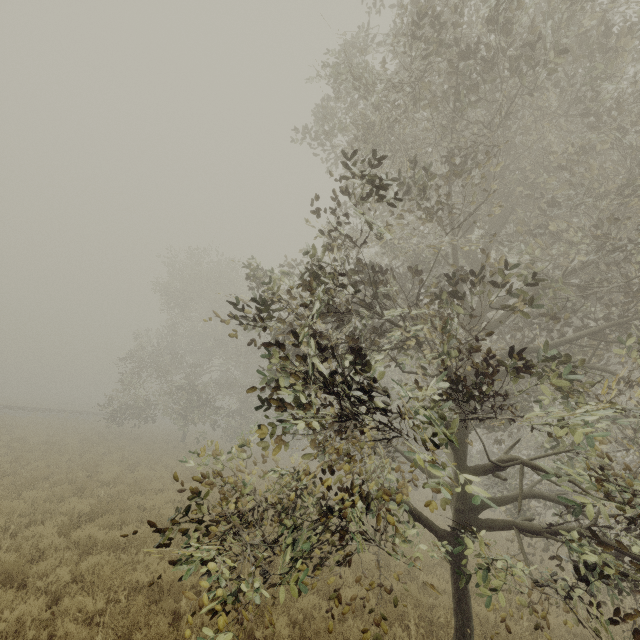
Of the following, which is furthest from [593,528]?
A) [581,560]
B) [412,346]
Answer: [412,346]
